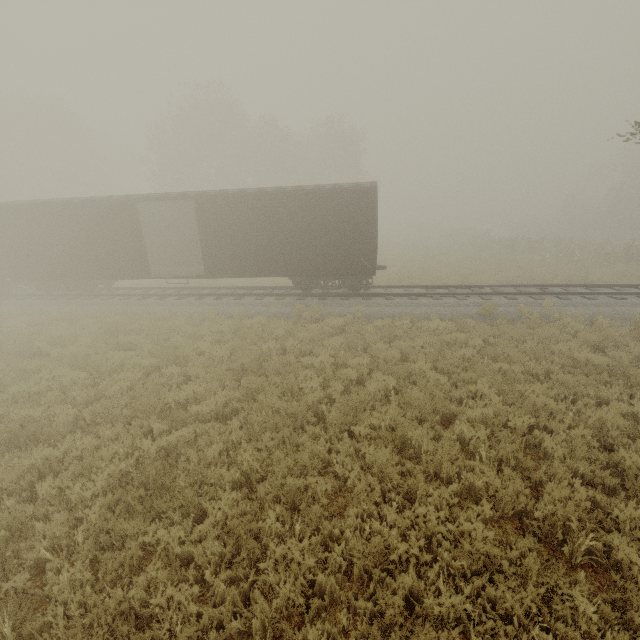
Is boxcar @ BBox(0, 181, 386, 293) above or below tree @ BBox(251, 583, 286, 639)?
above

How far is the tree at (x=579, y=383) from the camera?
7.5m

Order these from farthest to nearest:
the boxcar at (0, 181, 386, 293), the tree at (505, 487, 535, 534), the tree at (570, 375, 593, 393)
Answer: the boxcar at (0, 181, 386, 293) < the tree at (570, 375, 593, 393) < the tree at (505, 487, 535, 534)

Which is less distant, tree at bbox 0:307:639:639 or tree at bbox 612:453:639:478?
tree at bbox 0:307:639:639

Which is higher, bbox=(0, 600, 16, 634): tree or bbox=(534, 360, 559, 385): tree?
bbox=(0, 600, 16, 634): tree

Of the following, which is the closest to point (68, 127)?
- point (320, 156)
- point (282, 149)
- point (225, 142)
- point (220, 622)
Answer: point (225, 142)

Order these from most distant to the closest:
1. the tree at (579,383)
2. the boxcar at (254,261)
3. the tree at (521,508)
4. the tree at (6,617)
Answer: the boxcar at (254,261), the tree at (579,383), the tree at (521,508), the tree at (6,617)
